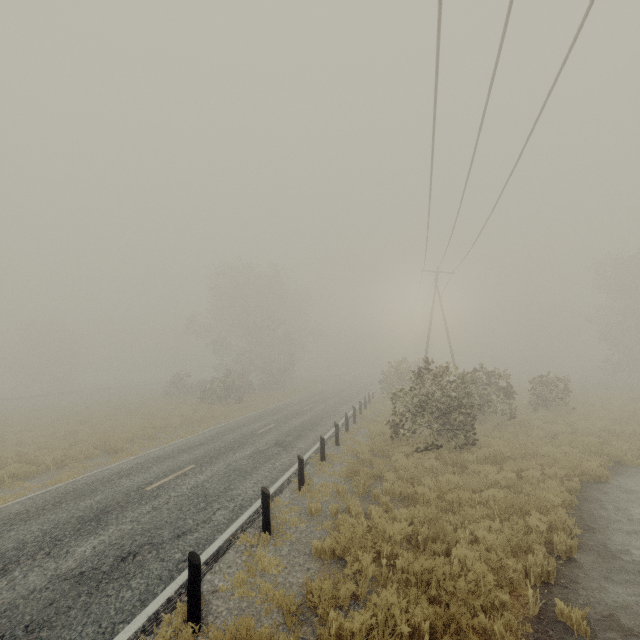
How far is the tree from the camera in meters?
35.8 m

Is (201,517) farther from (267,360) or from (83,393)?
(83,393)

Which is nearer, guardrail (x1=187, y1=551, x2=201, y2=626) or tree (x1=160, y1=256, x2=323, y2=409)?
guardrail (x1=187, y1=551, x2=201, y2=626)

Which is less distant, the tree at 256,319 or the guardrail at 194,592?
the guardrail at 194,592

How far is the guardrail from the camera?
4.76m

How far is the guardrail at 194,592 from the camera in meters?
4.8

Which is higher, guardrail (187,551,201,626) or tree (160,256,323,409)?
tree (160,256,323,409)
